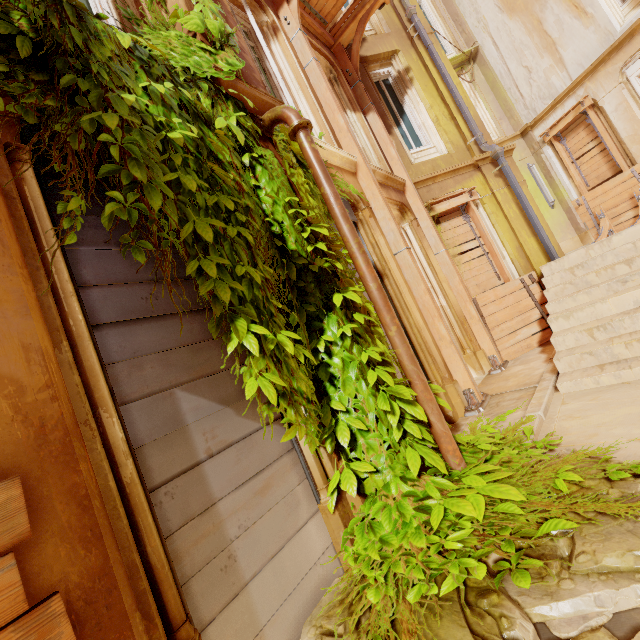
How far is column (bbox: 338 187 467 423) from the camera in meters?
5.0 m

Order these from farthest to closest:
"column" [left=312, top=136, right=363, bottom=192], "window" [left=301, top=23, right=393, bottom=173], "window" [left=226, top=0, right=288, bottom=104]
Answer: "window" [left=301, top=23, right=393, bottom=173], "window" [left=226, top=0, right=288, bottom=104], "column" [left=312, top=136, right=363, bottom=192]

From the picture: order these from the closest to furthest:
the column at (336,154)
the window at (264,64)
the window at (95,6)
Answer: the window at (95,6)
the column at (336,154)
the window at (264,64)

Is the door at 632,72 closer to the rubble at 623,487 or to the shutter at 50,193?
the rubble at 623,487

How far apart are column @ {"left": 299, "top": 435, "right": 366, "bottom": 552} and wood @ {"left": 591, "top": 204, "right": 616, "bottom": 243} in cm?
1045

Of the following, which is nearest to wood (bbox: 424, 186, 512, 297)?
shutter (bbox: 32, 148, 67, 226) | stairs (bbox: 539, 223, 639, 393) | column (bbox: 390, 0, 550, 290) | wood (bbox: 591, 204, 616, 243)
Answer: column (bbox: 390, 0, 550, 290)

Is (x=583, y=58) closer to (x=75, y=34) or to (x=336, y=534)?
(x=75, y=34)

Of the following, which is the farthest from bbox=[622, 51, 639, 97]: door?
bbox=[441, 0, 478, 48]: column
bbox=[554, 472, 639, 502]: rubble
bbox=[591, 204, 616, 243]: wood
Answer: bbox=[554, 472, 639, 502]: rubble
